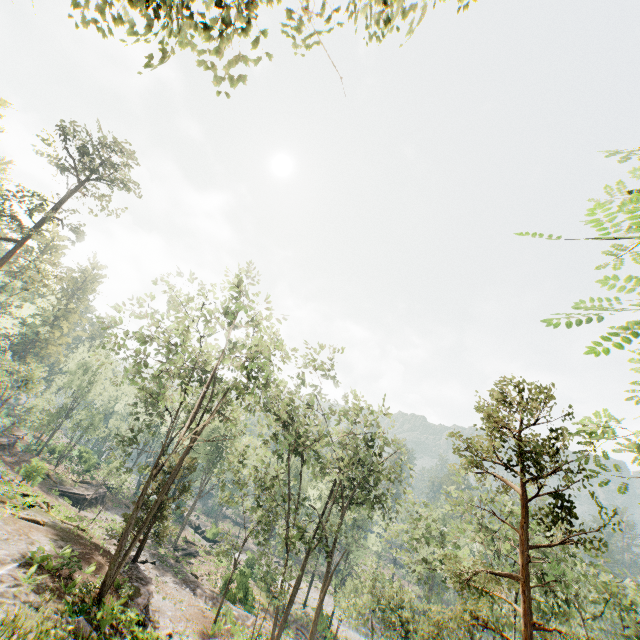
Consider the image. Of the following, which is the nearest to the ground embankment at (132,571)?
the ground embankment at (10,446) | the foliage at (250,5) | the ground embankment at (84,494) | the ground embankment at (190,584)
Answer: the foliage at (250,5)

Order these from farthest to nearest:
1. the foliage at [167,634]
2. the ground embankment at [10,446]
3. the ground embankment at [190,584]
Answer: the ground embankment at [10,446]
the ground embankment at [190,584]
the foliage at [167,634]

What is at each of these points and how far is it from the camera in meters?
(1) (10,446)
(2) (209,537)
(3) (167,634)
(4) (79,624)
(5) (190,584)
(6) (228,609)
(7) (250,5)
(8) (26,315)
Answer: (1) ground embankment, 43.7 m
(2) rock, 47.7 m
(3) foliage, 19.4 m
(4) foliage, 13.3 m
(5) ground embankment, 29.2 m
(6) ground embankment, 27.8 m
(7) foliage, 5.3 m
(8) foliage, 40.7 m

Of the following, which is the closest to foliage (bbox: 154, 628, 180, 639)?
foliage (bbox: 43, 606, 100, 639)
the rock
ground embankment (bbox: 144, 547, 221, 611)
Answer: the rock

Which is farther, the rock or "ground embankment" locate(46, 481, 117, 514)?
the rock

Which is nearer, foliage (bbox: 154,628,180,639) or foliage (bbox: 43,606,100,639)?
foliage (bbox: 43,606,100,639)

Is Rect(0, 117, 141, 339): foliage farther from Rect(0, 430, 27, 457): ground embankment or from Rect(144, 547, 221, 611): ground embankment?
Rect(0, 430, 27, 457): ground embankment

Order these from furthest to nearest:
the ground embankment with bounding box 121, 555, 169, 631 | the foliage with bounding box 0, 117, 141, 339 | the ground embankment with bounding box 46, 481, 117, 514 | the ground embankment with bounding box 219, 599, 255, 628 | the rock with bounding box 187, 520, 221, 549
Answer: the rock with bounding box 187, 520, 221, 549 < the ground embankment with bounding box 46, 481, 117, 514 < the foliage with bounding box 0, 117, 141, 339 < the ground embankment with bounding box 219, 599, 255, 628 < the ground embankment with bounding box 121, 555, 169, 631
